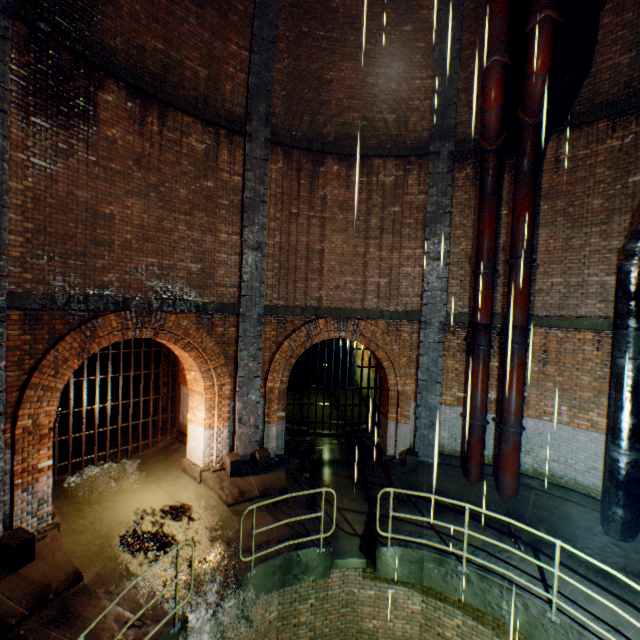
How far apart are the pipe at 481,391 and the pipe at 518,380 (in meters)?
0.32

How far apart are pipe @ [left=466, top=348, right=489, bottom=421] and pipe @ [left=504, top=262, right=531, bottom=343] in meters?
0.5

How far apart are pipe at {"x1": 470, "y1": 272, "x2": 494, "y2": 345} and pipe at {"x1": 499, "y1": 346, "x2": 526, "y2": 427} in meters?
0.3 m

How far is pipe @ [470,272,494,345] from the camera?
8.6m

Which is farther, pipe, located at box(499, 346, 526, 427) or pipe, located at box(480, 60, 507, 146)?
pipe, located at box(499, 346, 526, 427)

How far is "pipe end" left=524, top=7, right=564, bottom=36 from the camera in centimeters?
596cm

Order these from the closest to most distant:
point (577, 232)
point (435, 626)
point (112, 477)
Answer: point (435, 626), point (577, 232), point (112, 477)

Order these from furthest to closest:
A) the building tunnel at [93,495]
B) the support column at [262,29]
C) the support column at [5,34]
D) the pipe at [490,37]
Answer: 1. the support column at [262,29]
2. the building tunnel at [93,495]
3. the pipe at [490,37]
4. the support column at [5,34]
